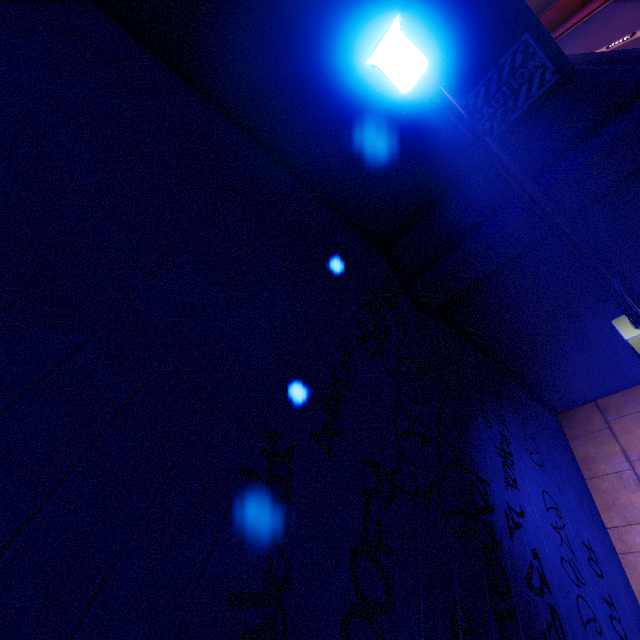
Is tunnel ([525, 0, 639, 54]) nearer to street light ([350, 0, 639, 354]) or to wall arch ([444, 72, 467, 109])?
wall arch ([444, 72, 467, 109])

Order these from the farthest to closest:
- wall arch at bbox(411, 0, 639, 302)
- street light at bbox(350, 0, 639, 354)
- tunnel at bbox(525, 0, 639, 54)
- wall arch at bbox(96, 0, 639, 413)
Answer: tunnel at bbox(525, 0, 639, 54)
wall arch at bbox(96, 0, 639, 413)
wall arch at bbox(411, 0, 639, 302)
street light at bbox(350, 0, 639, 354)

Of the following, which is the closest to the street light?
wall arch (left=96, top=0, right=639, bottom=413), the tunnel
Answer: wall arch (left=96, top=0, right=639, bottom=413)

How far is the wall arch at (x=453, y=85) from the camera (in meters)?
3.76

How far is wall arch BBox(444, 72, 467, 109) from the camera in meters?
3.8

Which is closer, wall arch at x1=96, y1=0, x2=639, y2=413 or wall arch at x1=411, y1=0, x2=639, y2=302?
wall arch at x1=411, y1=0, x2=639, y2=302

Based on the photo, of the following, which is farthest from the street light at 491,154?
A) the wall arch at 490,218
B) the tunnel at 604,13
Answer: the tunnel at 604,13

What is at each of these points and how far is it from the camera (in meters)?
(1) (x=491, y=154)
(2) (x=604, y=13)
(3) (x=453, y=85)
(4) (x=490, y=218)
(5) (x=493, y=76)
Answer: (1) street light, 3.06
(2) tunnel, 16.39
(3) wall arch, 3.80
(4) wall arch, 4.13
(5) wall arch, 3.67
